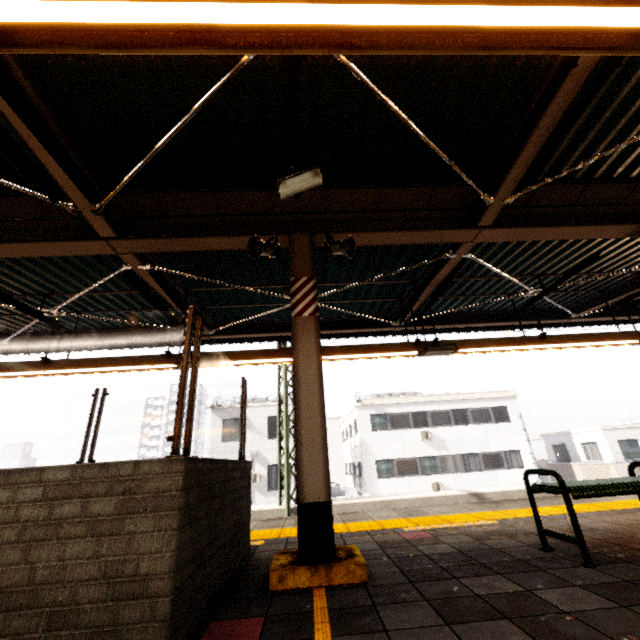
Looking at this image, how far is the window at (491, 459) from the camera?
21.8m

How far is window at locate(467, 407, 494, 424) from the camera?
23.0m

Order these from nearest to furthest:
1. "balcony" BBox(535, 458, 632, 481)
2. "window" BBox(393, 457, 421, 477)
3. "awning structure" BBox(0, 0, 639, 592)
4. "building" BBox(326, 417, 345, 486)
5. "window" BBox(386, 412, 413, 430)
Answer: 1. "awning structure" BBox(0, 0, 639, 592)
2. "balcony" BBox(535, 458, 632, 481)
3. "window" BBox(393, 457, 421, 477)
4. "window" BBox(386, 412, 413, 430)
5. "building" BBox(326, 417, 345, 486)

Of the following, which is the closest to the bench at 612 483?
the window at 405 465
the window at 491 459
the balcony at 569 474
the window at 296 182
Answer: the window at 296 182

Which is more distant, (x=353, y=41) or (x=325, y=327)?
(x=325, y=327)

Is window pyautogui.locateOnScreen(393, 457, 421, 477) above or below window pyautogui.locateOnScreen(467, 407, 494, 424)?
below

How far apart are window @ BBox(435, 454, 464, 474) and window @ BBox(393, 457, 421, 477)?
1.09m

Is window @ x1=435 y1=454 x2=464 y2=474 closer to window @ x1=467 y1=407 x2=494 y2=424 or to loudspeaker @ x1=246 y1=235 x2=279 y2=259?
window @ x1=467 y1=407 x2=494 y2=424
